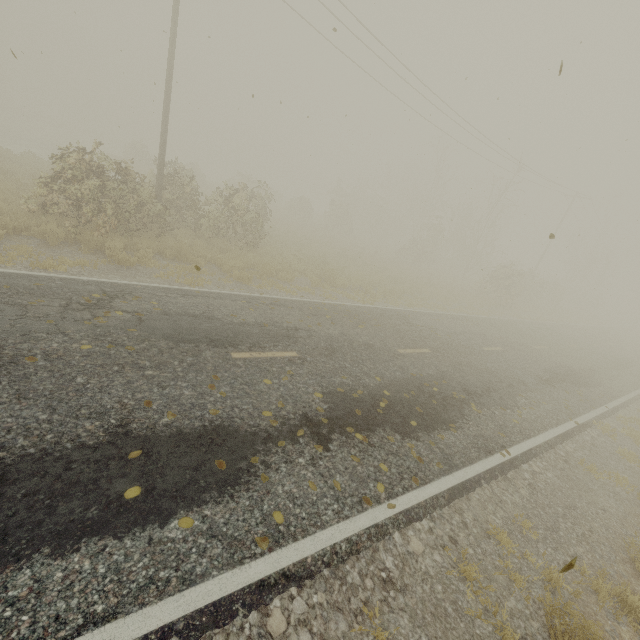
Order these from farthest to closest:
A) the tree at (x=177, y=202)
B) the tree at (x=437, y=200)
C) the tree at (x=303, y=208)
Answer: the tree at (x=303, y=208), the tree at (x=437, y=200), the tree at (x=177, y=202)

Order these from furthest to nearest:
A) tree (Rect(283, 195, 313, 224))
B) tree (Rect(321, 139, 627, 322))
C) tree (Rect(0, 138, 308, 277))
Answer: tree (Rect(283, 195, 313, 224)), tree (Rect(321, 139, 627, 322)), tree (Rect(0, 138, 308, 277))

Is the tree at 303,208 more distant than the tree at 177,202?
Yes

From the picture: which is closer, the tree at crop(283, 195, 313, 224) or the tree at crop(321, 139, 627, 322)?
the tree at crop(321, 139, 627, 322)

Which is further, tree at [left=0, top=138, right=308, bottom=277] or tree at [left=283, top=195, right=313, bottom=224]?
tree at [left=283, top=195, right=313, bottom=224]

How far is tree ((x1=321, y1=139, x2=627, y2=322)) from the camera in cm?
2856

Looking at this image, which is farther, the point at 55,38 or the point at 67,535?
the point at 55,38
